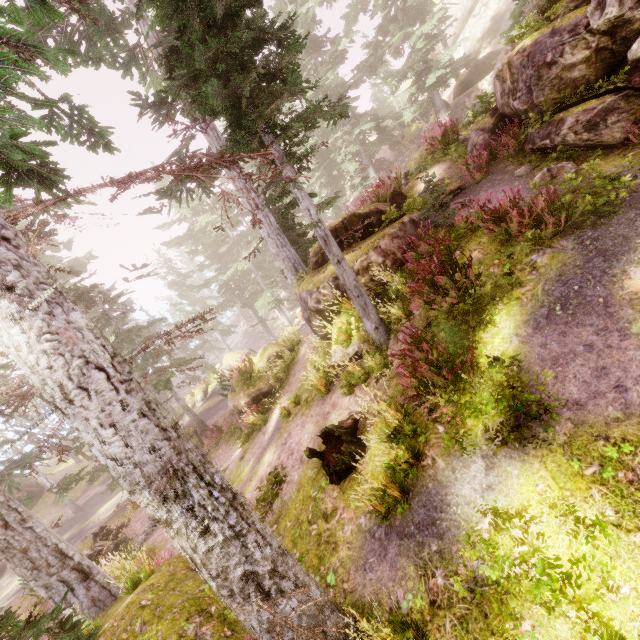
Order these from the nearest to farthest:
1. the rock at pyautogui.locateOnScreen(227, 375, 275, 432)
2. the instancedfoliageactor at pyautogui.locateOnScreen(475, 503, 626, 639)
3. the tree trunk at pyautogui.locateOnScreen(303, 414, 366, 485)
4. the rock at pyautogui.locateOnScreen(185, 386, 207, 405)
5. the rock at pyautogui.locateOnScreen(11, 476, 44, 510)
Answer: the instancedfoliageactor at pyautogui.locateOnScreen(475, 503, 626, 639)
the tree trunk at pyautogui.locateOnScreen(303, 414, 366, 485)
the rock at pyautogui.locateOnScreen(227, 375, 275, 432)
the rock at pyautogui.locateOnScreen(185, 386, 207, 405)
the rock at pyautogui.locateOnScreen(11, 476, 44, 510)

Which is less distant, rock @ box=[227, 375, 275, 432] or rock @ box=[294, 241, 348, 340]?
rock @ box=[294, 241, 348, 340]

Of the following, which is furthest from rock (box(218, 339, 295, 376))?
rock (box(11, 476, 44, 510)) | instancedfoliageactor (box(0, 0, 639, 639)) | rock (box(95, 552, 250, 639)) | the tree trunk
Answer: rock (box(11, 476, 44, 510))

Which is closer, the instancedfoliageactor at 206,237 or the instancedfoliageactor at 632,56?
the instancedfoliageactor at 206,237

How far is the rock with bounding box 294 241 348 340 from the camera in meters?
9.7 m

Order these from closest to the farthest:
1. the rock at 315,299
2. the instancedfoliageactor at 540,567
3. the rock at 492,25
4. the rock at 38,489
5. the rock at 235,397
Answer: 1. the instancedfoliageactor at 540,567
2. the rock at 315,299
3. the rock at 235,397
4. the rock at 38,489
5. the rock at 492,25

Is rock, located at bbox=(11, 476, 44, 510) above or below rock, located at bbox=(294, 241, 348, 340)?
below

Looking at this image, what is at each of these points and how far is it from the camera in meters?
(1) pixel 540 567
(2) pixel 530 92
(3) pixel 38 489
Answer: (1) instancedfoliageactor, 3.5
(2) rock, 8.4
(3) rock, 31.3
